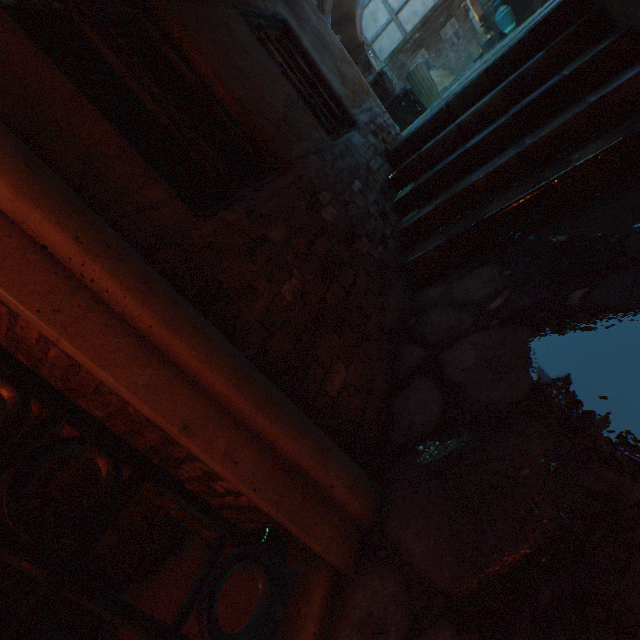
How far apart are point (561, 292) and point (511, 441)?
0.9m

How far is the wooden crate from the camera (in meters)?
7.04

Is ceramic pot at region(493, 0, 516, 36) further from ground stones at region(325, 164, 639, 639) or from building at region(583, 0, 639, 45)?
ground stones at region(325, 164, 639, 639)

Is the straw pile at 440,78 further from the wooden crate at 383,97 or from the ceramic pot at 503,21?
the wooden crate at 383,97

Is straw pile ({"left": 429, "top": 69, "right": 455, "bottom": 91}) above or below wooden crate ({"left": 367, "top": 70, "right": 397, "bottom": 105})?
below

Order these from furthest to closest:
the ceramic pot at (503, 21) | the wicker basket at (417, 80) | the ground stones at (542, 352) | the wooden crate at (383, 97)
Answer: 1. the ceramic pot at (503, 21)
2. the wicker basket at (417, 80)
3. the wooden crate at (383, 97)
4. the ground stones at (542, 352)

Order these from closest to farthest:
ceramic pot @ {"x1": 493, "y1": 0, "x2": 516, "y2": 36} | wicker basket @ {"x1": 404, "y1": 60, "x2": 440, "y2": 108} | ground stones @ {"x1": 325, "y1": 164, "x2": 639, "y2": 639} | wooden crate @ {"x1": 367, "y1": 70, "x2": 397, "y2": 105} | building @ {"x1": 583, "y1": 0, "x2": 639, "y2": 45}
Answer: ground stones @ {"x1": 325, "y1": 164, "x2": 639, "y2": 639} < building @ {"x1": 583, "y1": 0, "x2": 639, "y2": 45} < wooden crate @ {"x1": 367, "y1": 70, "x2": 397, "y2": 105} < wicker basket @ {"x1": 404, "y1": 60, "x2": 440, "y2": 108} < ceramic pot @ {"x1": 493, "y1": 0, "x2": 516, "y2": 36}

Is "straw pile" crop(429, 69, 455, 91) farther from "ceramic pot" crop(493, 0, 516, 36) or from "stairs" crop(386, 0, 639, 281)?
"stairs" crop(386, 0, 639, 281)
